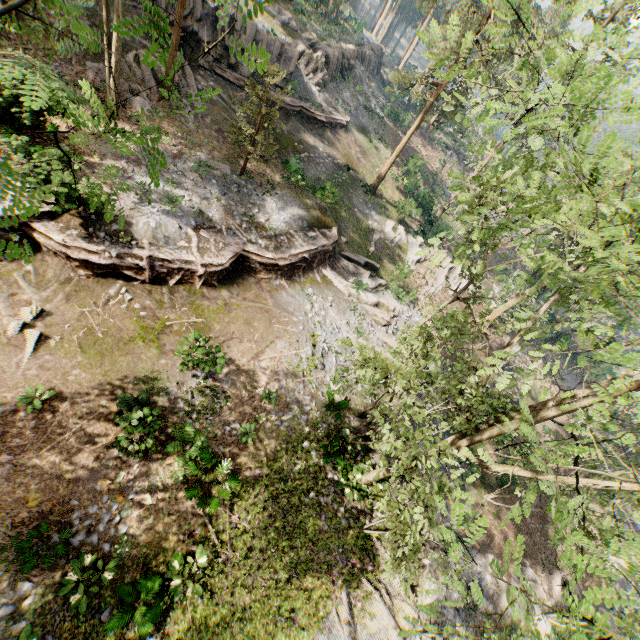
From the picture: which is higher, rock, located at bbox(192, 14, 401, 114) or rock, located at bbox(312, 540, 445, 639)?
rock, located at bbox(192, 14, 401, 114)

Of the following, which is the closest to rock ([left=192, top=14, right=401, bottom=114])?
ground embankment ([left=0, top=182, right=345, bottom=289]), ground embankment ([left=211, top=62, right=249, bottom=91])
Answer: ground embankment ([left=211, top=62, right=249, bottom=91])

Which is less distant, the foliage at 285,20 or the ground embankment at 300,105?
the foliage at 285,20

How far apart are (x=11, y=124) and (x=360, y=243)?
21.2m

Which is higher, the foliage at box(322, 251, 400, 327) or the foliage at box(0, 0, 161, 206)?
the foliage at box(0, 0, 161, 206)

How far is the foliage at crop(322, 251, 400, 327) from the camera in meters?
23.0 m

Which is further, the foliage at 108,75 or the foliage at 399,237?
the foliage at 399,237
